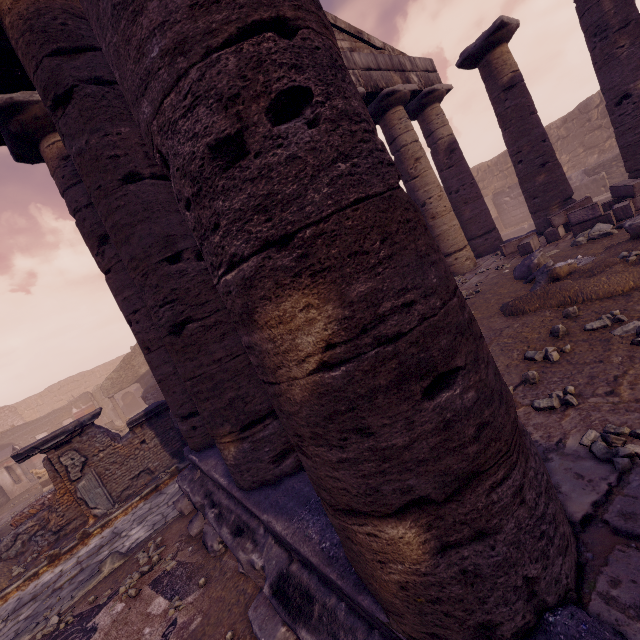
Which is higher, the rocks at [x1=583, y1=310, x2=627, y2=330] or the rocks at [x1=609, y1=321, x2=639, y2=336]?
the rocks at [x1=583, y1=310, x2=627, y2=330]

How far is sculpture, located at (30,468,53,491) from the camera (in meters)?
12.80

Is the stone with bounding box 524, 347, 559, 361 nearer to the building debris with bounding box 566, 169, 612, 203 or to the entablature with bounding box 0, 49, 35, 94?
the entablature with bounding box 0, 49, 35, 94

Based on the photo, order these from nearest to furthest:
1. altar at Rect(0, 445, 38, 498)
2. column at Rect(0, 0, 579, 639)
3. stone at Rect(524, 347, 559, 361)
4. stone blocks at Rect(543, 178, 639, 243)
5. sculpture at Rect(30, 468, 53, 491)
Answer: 1. column at Rect(0, 0, 579, 639)
2. stone at Rect(524, 347, 559, 361)
3. stone blocks at Rect(543, 178, 639, 243)
4. sculpture at Rect(30, 468, 53, 491)
5. altar at Rect(0, 445, 38, 498)

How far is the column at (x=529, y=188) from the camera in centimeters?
845cm

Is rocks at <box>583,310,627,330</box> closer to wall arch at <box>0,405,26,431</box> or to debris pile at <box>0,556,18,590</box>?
debris pile at <box>0,556,18,590</box>

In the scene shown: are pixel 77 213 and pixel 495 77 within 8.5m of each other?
no

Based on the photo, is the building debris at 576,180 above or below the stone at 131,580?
above
